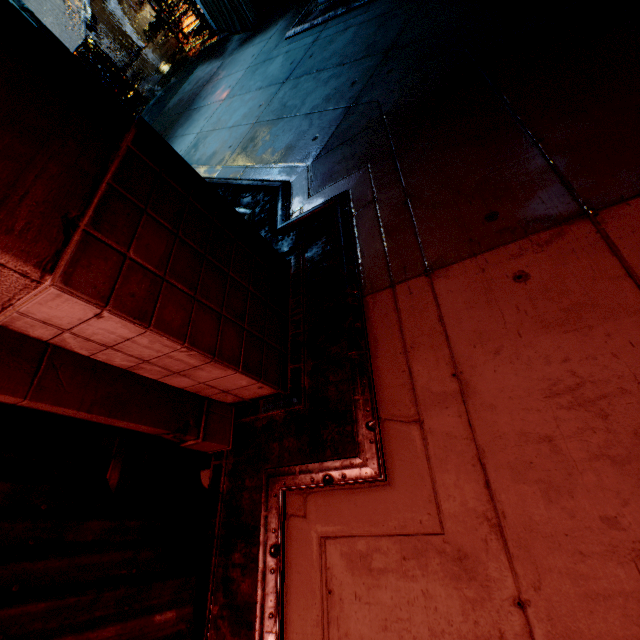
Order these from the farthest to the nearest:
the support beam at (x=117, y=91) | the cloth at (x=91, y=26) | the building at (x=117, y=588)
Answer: the cloth at (x=91, y=26)
the support beam at (x=117, y=91)
the building at (x=117, y=588)

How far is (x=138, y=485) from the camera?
2.6 meters

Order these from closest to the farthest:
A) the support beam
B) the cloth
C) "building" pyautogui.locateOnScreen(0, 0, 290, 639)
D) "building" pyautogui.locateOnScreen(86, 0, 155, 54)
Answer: "building" pyautogui.locateOnScreen(0, 0, 290, 639) → the support beam → "building" pyautogui.locateOnScreen(86, 0, 155, 54) → the cloth

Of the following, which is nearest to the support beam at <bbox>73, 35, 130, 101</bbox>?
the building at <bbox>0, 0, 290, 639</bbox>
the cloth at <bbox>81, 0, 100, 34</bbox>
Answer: the building at <bbox>0, 0, 290, 639</bbox>

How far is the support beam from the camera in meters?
15.2 m

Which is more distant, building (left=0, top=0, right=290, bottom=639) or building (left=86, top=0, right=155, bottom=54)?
building (left=86, top=0, right=155, bottom=54)

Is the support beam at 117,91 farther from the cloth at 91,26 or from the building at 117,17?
the cloth at 91,26
